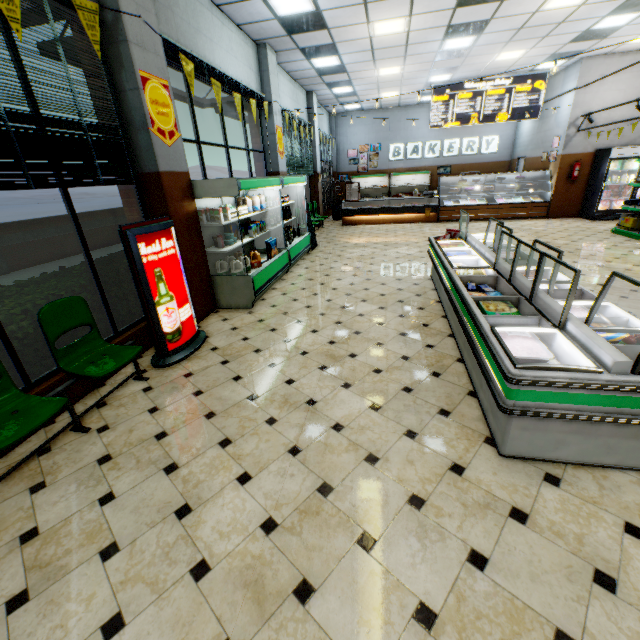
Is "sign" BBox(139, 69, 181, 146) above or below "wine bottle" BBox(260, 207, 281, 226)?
above

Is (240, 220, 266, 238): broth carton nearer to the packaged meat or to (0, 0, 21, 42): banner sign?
(0, 0, 21, 42): banner sign

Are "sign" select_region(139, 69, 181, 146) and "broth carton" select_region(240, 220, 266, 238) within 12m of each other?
yes

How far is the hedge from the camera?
3.46m

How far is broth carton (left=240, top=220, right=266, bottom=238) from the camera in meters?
6.2

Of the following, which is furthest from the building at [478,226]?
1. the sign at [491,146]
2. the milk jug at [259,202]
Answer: the milk jug at [259,202]

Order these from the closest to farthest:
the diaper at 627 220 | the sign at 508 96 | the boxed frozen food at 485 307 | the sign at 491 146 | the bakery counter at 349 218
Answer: the boxed frozen food at 485 307, the diaper at 627 220, the sign at 508 96, the bakery counter at 349 218, the sign at 491 146

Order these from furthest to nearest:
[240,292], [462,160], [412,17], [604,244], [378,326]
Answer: [462,160], [604,244], [412,17], [240,292], [378,326]
